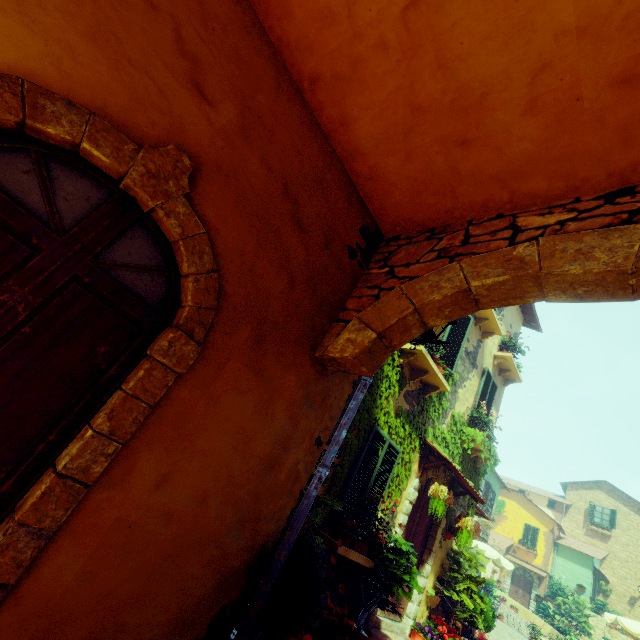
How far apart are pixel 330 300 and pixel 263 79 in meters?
2.1 m

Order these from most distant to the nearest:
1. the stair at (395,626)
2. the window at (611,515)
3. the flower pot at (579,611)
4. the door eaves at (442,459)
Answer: the window at (611,515) < the flower pot at (579,611) < the door eaves at (442,459) < the stair at (395,626)

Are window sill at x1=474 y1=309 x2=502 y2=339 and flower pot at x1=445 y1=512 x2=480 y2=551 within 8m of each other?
yes

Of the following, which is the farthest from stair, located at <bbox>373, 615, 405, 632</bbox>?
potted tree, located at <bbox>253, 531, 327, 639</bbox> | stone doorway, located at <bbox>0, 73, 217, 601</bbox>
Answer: stone doorway, located at <bbox>0, 73, 217, 601</bbox>

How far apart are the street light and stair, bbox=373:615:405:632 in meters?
5.4

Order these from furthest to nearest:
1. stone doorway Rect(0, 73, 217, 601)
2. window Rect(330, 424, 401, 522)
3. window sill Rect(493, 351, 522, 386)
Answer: window sill Rect(493, 351, 522, 386)
window Rect(330, 424, 401, 522)
stone doorway Rect(0, 73, 217, 601)

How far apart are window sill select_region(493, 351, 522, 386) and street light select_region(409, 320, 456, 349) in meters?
7.2 m

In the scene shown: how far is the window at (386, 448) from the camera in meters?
5.2
